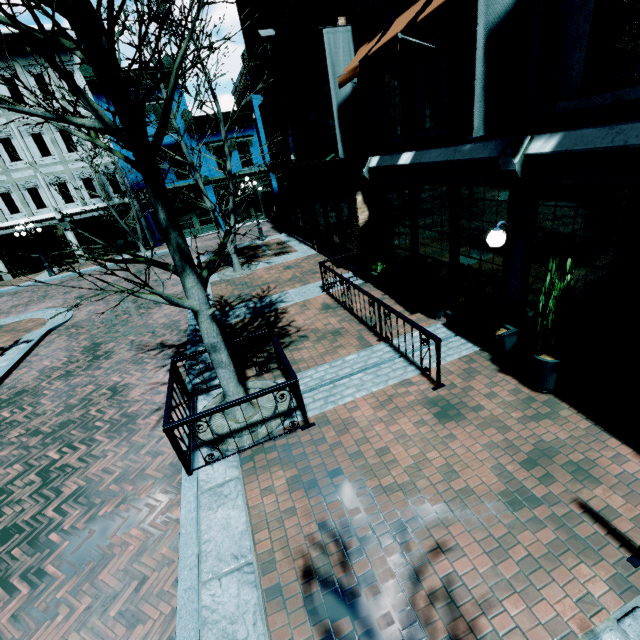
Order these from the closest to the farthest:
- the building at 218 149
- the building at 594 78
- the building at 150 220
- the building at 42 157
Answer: the building at 594 78
the building at 42 157
the building at 218 149
the building at 150 220

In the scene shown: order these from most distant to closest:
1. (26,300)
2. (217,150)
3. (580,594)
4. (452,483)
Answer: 1. (217,150)
2. (26,300)
3. (452,483)
4. (580,594)

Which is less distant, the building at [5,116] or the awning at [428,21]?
the awning at [428,21]

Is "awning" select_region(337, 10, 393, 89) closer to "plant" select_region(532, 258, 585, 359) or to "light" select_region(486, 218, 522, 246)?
"light" select_region(486, 218, 522, 246)

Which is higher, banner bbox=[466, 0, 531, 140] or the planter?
banner bbox=[466, 0, 531, 140]

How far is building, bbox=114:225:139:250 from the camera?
24.5 meters

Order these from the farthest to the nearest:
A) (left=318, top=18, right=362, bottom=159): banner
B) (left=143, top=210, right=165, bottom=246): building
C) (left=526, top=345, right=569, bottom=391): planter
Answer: (left=143, top=210, right=165, bottom=246): building, (left=318, top=18, right=362, bottom=159): banner, (left=526, top=345, right=569, bottom=391): planter
